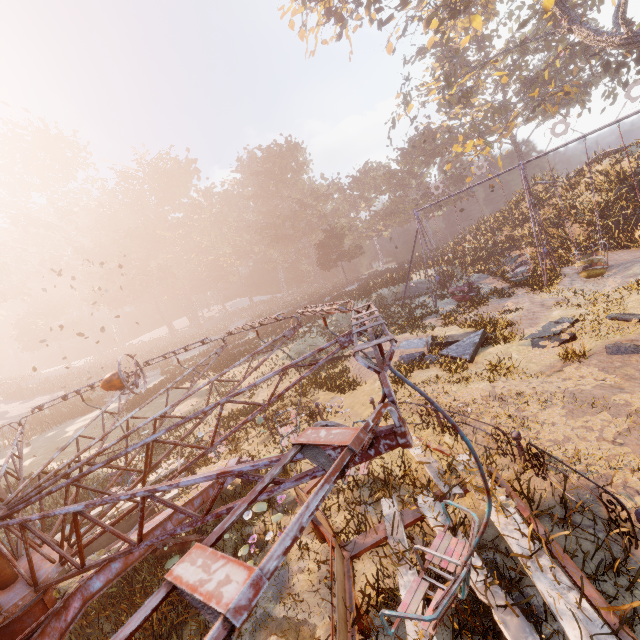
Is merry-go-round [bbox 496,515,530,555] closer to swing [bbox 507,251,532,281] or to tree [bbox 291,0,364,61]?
swing [bbox 507,251,532,281]

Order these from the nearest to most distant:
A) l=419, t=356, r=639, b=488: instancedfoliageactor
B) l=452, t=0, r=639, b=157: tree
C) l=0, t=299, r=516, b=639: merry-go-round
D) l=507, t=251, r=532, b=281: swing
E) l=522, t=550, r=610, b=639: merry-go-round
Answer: l=0, t=299, r=516, b=639: merry-go-round
l=522, t=550, r=610, b=639: merry-go-round
l=419, t=356, r=639, b=488: instancedfoliageactor
l=507, t=251, r=532, b=281: swing
l=452, t=0, r=639, b=157: tree

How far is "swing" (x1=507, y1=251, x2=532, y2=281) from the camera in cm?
1795

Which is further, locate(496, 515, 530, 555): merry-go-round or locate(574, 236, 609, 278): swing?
locate(574, 236, 609, 278): swing

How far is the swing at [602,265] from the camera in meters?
14.1

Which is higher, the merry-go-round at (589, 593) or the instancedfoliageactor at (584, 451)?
the merry-go-round at (589, 593)

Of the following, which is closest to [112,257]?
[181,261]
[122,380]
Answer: [181,261]

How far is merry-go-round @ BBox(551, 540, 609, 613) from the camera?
3.1 meters
